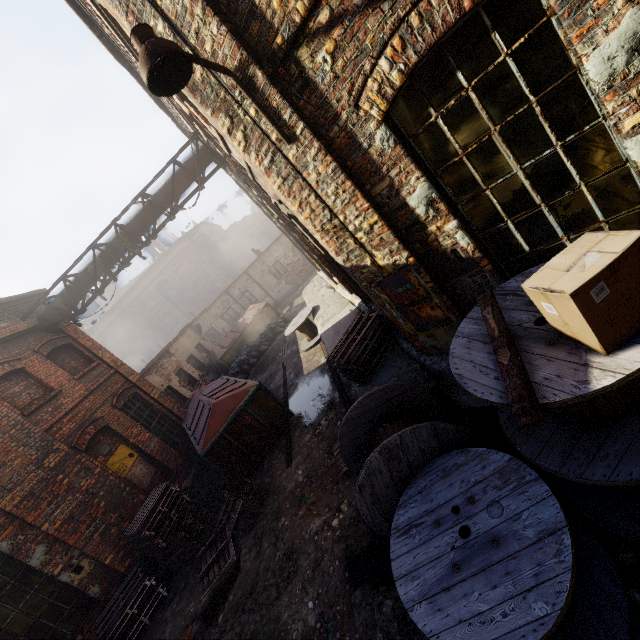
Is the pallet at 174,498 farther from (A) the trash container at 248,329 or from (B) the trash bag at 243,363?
(A) the trash container at 248,329

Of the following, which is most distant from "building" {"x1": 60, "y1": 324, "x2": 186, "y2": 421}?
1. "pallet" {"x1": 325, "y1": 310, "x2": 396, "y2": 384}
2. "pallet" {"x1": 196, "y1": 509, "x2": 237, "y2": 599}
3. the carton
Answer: the carton

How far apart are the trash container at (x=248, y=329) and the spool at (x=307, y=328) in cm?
570

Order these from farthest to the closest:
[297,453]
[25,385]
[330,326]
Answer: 1. [330,326]
2. [25,385]
3. [297,453]

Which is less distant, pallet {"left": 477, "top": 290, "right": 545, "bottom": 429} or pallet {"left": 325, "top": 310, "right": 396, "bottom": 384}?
pallet {"left": 477, "top": 290, "right": 545, "bottom": 429}

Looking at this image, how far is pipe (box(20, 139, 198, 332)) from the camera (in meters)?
9.49

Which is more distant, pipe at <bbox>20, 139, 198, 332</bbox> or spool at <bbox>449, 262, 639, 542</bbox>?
pipe at <bbox>20, 139, 198, 332</bbox>

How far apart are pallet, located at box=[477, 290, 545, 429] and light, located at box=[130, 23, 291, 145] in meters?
2.6
